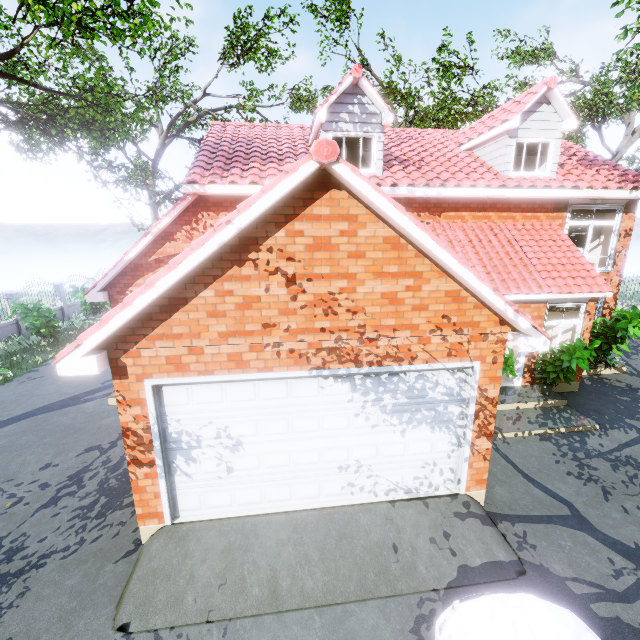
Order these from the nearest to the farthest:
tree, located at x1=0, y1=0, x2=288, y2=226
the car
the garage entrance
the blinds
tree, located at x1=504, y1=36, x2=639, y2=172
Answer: the car, the garage entrance, tree, located at x1=0, y1=0, x2=288, y2=226, the blinds, tree, located at x1=504, y1=36, x2=639, y2=172

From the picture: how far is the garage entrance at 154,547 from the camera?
4.35m

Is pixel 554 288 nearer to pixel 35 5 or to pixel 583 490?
pixel 583 490

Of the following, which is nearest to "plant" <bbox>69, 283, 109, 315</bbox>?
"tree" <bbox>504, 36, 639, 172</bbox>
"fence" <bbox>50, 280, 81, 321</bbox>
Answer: "fence" <bbox>50, 280, 81, 321</bbox>

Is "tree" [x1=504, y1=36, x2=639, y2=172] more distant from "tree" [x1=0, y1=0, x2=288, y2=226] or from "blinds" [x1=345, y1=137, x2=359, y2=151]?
"blinds" [x1=345, y1=137, x2=359, y2=151]

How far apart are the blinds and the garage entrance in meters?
9.5

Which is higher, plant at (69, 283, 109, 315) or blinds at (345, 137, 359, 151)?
blinds at (345, 137, 359, 151)

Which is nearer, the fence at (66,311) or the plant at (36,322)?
the plant at (36,322)
